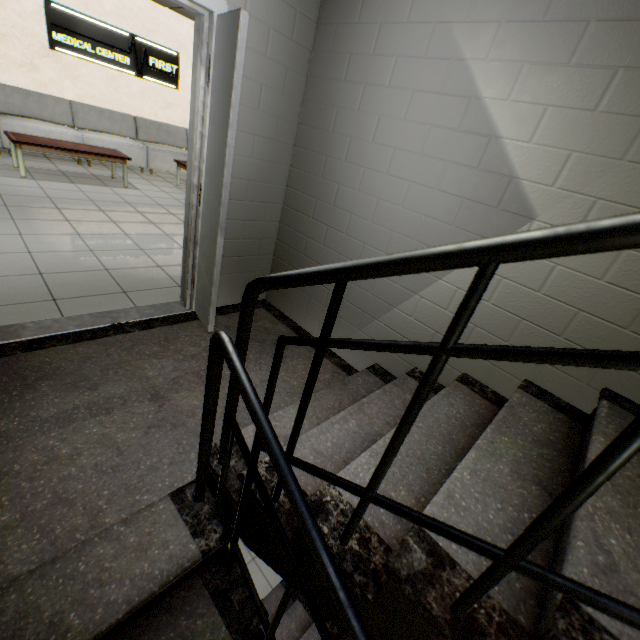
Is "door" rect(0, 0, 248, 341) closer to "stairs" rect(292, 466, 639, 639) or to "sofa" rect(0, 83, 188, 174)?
"stairs" rect(292, 466, 639, 639)

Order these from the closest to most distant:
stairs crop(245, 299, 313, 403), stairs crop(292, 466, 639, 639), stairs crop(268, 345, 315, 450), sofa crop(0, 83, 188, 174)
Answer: stairs crop(292, 466, 639, 639), stairs crop(268, 345, 315, 450), stairs crop(245, 299, 313, 403), sofa crop(0, 83, 188, 174)

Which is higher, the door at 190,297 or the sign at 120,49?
the sign at 120,49

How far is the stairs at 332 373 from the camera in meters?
1.4

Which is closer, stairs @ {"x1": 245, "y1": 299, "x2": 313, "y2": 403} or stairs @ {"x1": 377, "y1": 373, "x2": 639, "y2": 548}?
stairs @ {"x1": 377, "y1": 373, "x2": 639, "y2": 548}

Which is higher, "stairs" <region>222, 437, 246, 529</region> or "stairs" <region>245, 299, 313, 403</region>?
"stairs" <region>222, 437, 246, 529</region>

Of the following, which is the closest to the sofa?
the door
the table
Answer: the table

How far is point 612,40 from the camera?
1.4 meters
